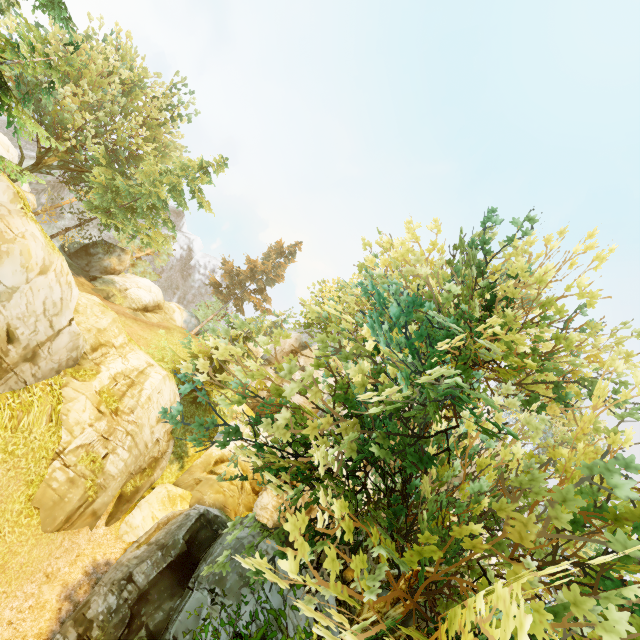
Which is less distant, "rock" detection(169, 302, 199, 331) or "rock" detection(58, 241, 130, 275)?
"rock" detection(58, 241, 130, 275)

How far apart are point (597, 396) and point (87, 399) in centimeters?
1787cm

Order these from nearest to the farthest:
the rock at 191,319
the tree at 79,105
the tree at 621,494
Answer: the tree at 621,494 → the tree at 79,105 → the rock at 191,319

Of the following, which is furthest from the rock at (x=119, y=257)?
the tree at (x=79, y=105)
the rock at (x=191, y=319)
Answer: the rock at (x=191, y=319)

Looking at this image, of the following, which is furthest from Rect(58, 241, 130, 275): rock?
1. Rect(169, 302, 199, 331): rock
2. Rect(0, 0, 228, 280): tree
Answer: Rect(169, 302, 199, 331): rock

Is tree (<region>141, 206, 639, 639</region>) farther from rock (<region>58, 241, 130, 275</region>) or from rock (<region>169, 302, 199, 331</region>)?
rock (<region>58, 241, 130, 275</region>)

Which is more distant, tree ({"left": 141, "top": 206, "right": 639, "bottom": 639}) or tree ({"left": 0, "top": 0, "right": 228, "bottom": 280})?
tree ({"left": 0, "top": 0, "right": 228, "bottom": 280})
